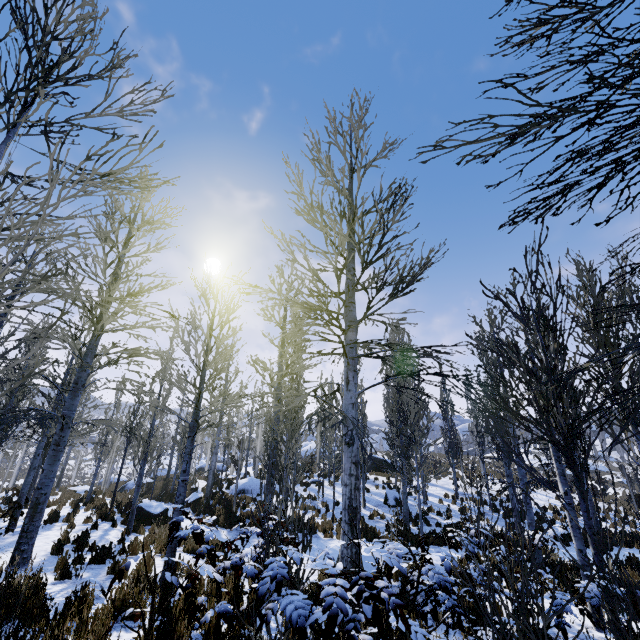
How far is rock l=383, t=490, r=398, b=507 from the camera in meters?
18.5 m

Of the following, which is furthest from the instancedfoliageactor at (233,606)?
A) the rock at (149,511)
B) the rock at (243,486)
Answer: the rock at (149,511)

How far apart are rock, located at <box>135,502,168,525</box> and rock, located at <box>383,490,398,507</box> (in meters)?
11.75

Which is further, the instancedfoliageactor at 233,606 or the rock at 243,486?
the rock at 243,486

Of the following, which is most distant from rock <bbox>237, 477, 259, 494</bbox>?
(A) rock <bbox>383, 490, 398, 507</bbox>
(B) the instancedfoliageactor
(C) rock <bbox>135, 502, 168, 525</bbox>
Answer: (A) rock <bbox>383, 490, 398, 507</bbox>

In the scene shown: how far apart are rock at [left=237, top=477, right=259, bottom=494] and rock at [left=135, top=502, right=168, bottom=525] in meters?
6.5

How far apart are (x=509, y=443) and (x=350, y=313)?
3.4 meters

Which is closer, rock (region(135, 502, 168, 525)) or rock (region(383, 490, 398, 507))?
rock (region(135, 502, 168, 525))
